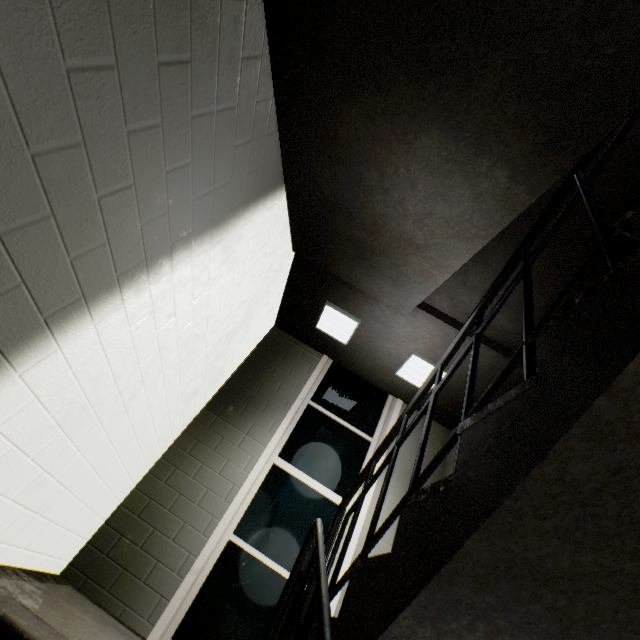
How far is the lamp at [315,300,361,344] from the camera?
4.1m

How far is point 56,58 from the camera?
0.9 meters

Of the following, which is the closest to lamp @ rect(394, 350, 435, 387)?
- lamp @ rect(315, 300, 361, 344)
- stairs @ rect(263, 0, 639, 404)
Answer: stairs @ rect(263, 0, 639, 404)

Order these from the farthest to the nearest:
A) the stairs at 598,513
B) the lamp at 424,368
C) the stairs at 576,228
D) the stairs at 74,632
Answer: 1. the lamp at 424,368
2. the stairs at 576,228
3. the stairs at 74,632
4. the stairs at 598,513

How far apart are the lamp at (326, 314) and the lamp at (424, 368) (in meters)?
0.77

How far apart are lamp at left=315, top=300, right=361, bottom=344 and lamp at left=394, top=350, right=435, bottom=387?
0.8 meters

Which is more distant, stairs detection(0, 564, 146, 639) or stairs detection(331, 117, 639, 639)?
stairs detection(0, 564, 146, 639)

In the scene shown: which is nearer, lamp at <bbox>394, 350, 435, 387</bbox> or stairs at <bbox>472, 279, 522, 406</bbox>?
stairs at <bbox>472, 279, 522, 406</bbox>
